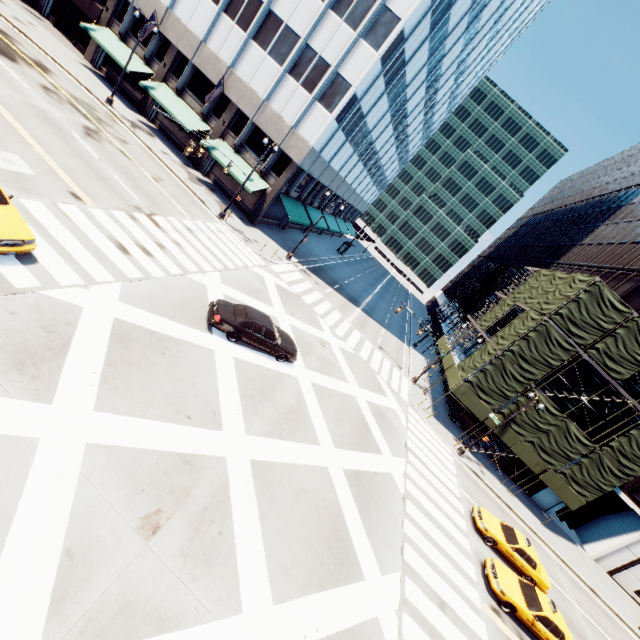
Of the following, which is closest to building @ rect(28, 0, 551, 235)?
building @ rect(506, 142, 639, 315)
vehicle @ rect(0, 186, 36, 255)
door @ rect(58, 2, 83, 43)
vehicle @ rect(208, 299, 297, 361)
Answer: door @ rect(58, 2, 83, 43)

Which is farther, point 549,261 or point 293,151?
point 549,261

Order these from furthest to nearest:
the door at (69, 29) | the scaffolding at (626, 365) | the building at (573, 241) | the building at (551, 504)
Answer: the door at (69, 29), the building at (551, 504), the building at (573, 241), the scaffolding at (626, 365)

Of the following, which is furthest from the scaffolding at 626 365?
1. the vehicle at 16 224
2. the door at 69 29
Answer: the door at 69 29

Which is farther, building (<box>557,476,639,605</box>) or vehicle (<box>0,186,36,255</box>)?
building (<box>557,476,639,605</box>)

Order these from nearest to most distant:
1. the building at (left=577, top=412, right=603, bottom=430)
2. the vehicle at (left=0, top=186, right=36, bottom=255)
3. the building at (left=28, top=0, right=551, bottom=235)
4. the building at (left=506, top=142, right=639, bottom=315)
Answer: the vehicle at (left=0, top=186, right=36, bottom=255) < the building at (left=28, top=0, right=551, bottom=235) < the building at (left=577, top=412, right=603, bottom=430) < the building at (left=506, top=142, right=639, bottom=315)

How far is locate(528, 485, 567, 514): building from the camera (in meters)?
29.56
